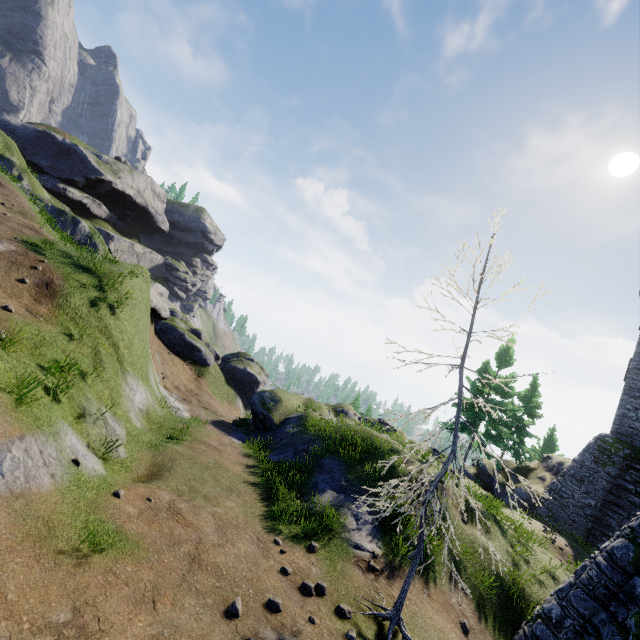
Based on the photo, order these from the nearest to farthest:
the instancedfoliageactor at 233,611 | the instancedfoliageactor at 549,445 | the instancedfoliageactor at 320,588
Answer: the instancedfoliageactor at 233,611 < the instancedfoliageactor at 320,588 < the instancedfoliageactor at 549,445

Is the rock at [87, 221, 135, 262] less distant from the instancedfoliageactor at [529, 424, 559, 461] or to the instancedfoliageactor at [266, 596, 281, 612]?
the instancedfoliageactor at [266, 596, 281, 612]

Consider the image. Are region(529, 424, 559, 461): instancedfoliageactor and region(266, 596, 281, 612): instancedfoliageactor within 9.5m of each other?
no

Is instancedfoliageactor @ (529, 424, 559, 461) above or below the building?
below

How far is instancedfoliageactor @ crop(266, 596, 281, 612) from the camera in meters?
6.1

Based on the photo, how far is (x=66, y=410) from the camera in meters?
8.8

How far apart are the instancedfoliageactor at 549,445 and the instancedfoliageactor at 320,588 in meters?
47.9 m

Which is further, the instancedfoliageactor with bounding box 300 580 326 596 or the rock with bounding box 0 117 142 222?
the rock with bounding box 0 117 142 222
